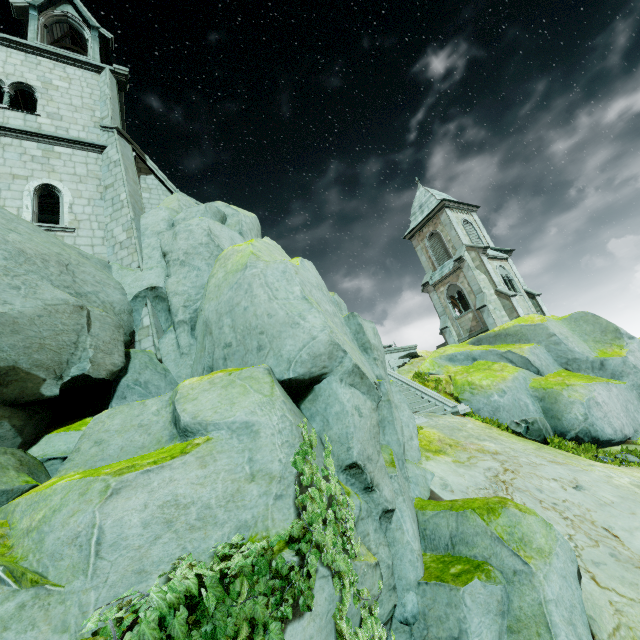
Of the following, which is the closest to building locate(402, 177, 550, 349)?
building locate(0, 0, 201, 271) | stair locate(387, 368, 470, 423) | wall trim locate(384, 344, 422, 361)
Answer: wall trim locate(384, 344, 422, 361)

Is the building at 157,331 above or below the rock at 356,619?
above

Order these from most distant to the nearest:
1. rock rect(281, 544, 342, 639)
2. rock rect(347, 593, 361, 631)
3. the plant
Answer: rock rect(347, 593, 361, 631)
rock rect(281, 544, 342, 639)
the plant

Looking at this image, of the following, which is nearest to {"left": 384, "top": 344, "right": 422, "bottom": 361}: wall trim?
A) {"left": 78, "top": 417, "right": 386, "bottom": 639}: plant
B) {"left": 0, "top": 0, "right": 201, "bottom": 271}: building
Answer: {"left": 0, "top": 0, "right": 201, "bottom": 271}: building

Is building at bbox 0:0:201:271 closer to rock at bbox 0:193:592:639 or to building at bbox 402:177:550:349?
rock at bbox 0:193:592:639

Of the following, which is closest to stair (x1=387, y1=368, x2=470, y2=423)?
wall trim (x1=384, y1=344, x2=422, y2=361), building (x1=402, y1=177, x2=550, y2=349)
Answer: wall trim (x1=384, y1=344, x2=422, y2=361)

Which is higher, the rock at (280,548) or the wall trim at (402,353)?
the wall trim at (402,353)

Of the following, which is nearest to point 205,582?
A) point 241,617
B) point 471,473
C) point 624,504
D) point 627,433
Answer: point 241,617
